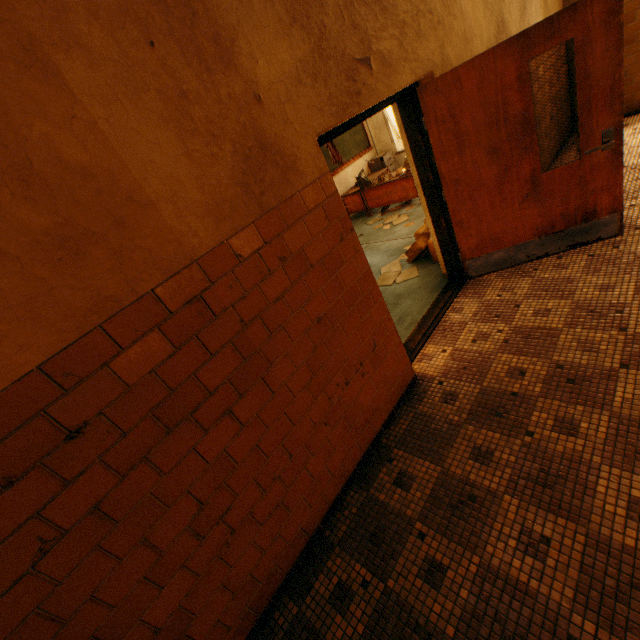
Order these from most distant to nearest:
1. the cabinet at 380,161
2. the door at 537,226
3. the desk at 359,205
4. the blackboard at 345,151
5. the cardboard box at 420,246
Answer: the cabinet at 380,161, the blackboard at 345,151, the desk at 359,205, the cardboard box at 420,246, the door at 537,226

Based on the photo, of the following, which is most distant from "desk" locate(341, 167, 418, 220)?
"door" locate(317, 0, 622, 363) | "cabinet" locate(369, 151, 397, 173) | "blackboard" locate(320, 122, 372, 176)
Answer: "door" locate(317, 0, 622, 363)

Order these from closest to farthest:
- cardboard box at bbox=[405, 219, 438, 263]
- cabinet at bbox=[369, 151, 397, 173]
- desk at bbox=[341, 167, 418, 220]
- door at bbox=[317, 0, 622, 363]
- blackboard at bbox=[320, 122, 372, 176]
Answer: door at bbox=[317, 0, 622, 363], cardboard box at bbox=[405, 219, 438, 263], desk at bbox=[341, 167, 418, 220], blackboard at bbox=[320, 122, 372, 176], cabinet at bbox=[369, 151, 397, 173]

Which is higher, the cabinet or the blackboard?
the blackboard

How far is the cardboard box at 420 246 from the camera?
4.6m

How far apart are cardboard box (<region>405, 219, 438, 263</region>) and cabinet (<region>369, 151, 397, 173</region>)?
4.3 meters

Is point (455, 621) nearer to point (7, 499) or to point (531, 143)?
point (7, 499)

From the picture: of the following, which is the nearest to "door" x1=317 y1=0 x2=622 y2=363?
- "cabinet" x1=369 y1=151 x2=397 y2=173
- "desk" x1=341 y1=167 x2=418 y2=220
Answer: "desk" x1=341 y1=167 x2=418 y2=220
